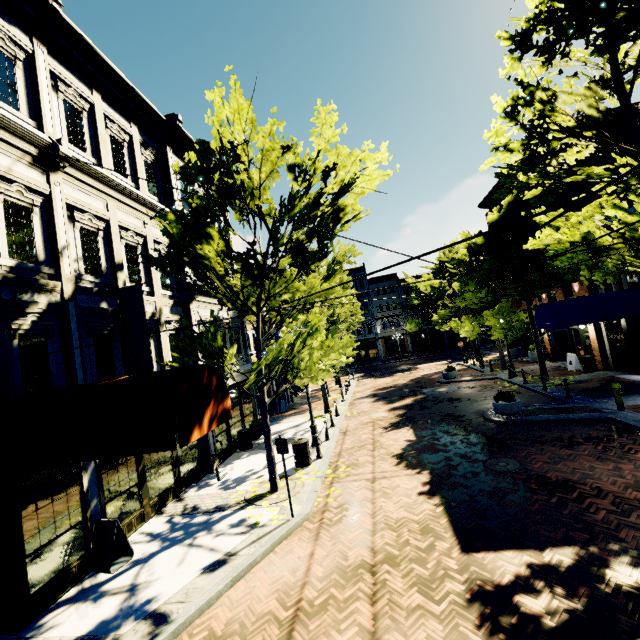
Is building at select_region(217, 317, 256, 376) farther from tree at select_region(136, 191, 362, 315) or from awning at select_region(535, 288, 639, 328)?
awning at select_region(535, 288, 639, 328)

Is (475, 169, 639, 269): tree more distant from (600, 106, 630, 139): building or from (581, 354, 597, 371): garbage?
(581, 354, 597, 371): garbage

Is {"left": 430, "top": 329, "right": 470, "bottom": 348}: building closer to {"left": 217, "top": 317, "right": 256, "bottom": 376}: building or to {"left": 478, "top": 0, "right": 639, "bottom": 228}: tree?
{"left": 478, "top": 0, "right": 639, "bottom": 228}: tree

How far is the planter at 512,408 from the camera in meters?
12.8

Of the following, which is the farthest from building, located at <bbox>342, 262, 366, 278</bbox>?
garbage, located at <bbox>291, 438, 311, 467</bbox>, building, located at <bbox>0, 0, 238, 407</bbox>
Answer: garbage, located at <bbox>291, 438, 311, 467</bbox>

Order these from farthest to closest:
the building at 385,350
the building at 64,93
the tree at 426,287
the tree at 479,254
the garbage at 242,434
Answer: the building at 385,350 → the tree at 426,287 → the tree at 479,254 → the garbage at 242,434 → the building at 64,93

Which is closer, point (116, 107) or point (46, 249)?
point (46, 249)

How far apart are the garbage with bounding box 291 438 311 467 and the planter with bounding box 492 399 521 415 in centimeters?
782cm
